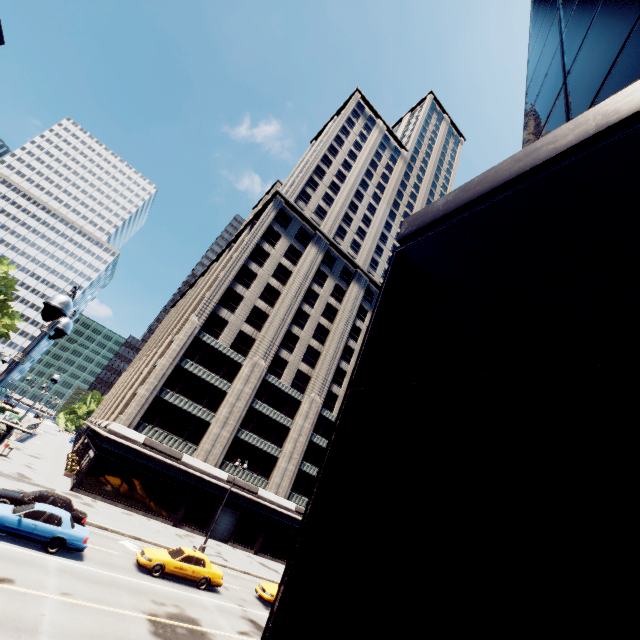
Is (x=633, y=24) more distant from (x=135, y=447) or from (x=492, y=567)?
(x=135, y=447)

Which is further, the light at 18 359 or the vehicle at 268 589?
the vehicle at 268 589

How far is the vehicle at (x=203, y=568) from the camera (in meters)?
17.75

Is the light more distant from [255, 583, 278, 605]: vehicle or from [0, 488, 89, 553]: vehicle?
[255, 583, 278, 605]: vehicle

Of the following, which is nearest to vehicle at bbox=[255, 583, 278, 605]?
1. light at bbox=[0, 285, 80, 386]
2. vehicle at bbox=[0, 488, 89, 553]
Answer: vehicle at bbox=[0, 488, 89, 553]

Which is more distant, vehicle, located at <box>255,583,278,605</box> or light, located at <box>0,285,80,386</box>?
vehicle, located at <box>255,583,278,605</box>

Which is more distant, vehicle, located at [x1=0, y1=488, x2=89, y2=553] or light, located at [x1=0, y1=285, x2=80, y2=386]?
vehicle, located at [x1=0, y1=488, x2=89, y2=553]
